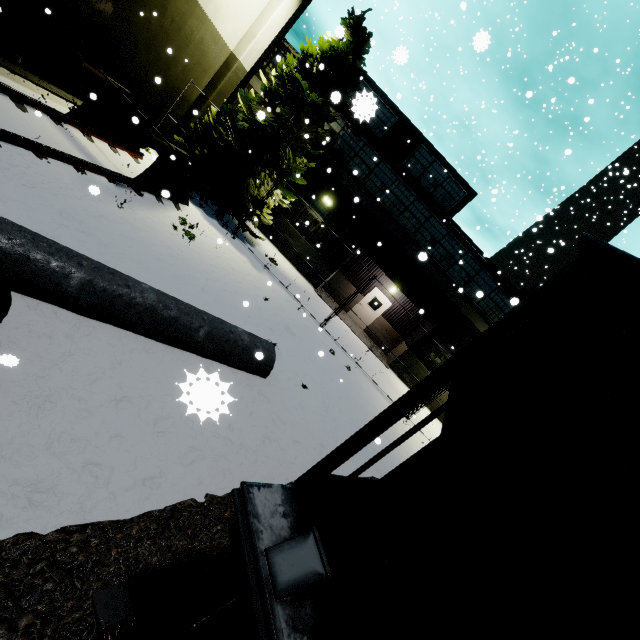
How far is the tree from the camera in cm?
1226

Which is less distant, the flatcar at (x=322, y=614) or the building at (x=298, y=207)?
the flatcar at (x=322, y=614)

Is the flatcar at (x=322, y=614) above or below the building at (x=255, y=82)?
below

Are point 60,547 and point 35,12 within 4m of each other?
no

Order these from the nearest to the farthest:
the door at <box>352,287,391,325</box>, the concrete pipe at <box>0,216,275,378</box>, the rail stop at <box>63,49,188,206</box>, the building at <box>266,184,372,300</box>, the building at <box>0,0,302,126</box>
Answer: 1. the concrete pipe at <box>0,216,275,378</box>
2. the rail stop at <box>63,49,188,206</box>
3. the building at <box>0,0,302,126</box>
4. the building at <box>266,184,372,300</box>
5. the door at <box>352,287,391,325</box>

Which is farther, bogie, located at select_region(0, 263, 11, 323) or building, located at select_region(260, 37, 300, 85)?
building, located at select_region(260, 37, 300, 85)

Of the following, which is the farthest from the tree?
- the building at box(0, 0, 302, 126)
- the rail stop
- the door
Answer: the door
